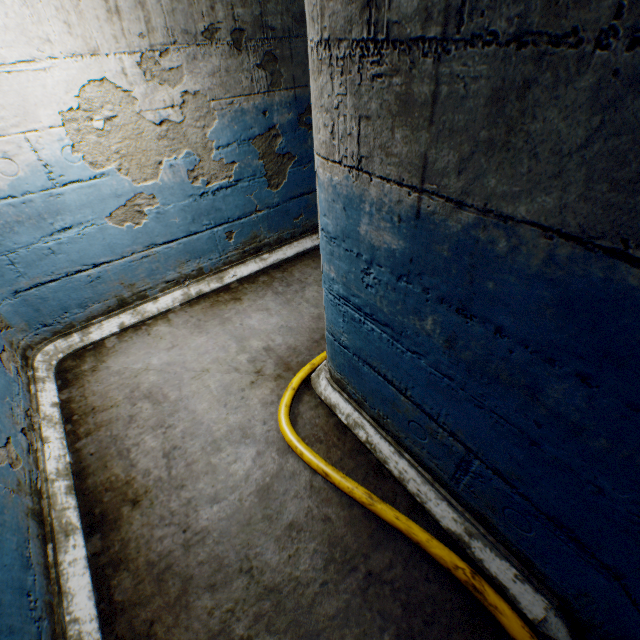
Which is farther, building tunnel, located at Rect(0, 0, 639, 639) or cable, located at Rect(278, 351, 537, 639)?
cable, located at Rect(278, 351, 537, 639)

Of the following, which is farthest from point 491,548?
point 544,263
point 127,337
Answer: point 127,337

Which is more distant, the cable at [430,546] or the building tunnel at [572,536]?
the cable at [430,546]
